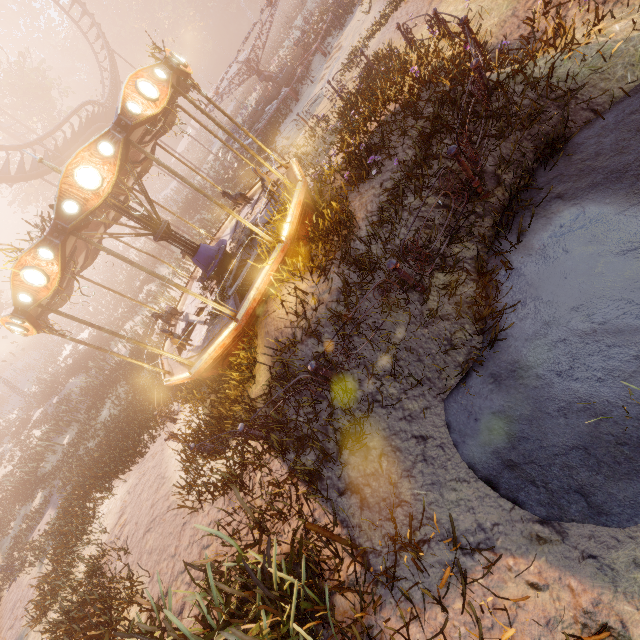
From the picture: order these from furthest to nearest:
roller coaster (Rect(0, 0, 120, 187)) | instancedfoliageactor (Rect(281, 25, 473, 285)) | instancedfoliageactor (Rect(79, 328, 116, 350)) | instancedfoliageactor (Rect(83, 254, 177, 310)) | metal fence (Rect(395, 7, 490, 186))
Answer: instancedfoliageactor (Rect(79, 328, 116, 350))
instancedfoliageactor (Rect(83, 254, 177, 310))
roller coaster (Rect(0, 0, 120, 187))
instancedfoliageactor (Rect(281, 25, 473, 285))
metal fence (Rect(395, 7, 490, 186))

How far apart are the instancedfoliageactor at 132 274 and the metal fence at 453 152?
36.92m

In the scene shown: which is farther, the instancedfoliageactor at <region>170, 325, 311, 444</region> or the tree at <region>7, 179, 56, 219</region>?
the tree at <region>7, 179, 56, 219</region>

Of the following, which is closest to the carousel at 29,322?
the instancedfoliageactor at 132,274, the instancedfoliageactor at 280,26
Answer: the instancedfoliageactor at 132,274

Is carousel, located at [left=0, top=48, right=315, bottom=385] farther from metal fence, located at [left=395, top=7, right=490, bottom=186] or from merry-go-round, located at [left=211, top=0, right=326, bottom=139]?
merry-go-round, located at [left=211, top=0, right=326, bottom=139]

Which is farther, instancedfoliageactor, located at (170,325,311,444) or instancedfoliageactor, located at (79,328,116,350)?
instancedfoliageactor, located at (79,328,116,350)

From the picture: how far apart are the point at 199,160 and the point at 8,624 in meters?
50.8

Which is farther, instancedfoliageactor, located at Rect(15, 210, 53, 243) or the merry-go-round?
the merry-go-round
